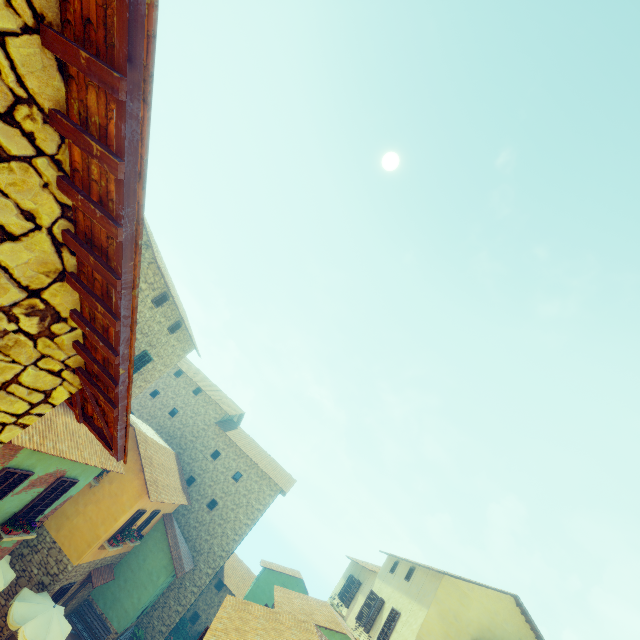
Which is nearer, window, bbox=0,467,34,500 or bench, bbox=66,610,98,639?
window, bbox=0,467,34,500

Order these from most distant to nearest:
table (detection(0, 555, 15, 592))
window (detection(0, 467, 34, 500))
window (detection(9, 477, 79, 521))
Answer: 1. table (detection(0, 555, 15, 592))
2. window (detection(9, 477, 79, 521))
3. window (detection(0, 467, 34, 500))

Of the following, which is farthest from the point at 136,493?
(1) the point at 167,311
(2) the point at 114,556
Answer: (1) the point at 167,311

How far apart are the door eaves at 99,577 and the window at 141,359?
9.3m

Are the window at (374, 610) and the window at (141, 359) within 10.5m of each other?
no

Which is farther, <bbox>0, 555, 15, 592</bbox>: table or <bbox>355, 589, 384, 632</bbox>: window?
<bbox>355, 589, 384, 632</bbox>: window

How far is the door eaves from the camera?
15.6 meters

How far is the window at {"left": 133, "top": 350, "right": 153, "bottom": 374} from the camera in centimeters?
1551cm
